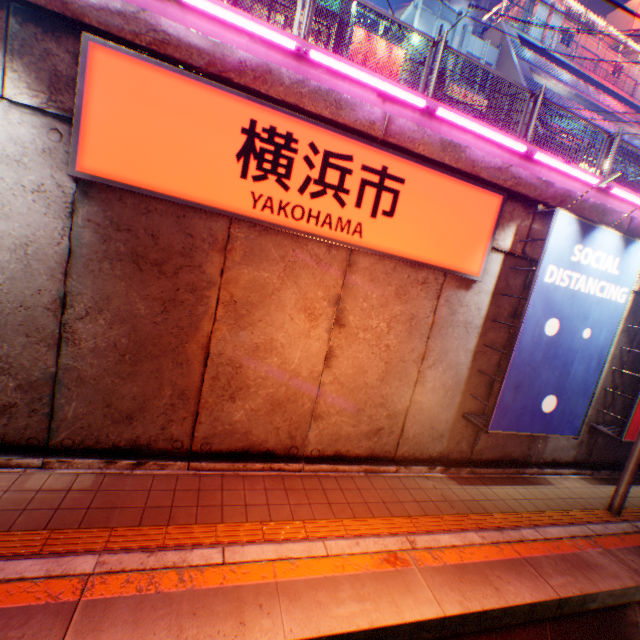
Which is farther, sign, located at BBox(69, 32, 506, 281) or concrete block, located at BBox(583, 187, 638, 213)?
concrete block, located at BBox(583, 187, 638, 213)

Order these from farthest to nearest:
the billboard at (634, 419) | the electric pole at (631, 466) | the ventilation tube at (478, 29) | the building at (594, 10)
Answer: the building at (594, 10), the ventilation tube at (478, 29), the billboard at (634, 419), the electric pole at (631, 466)

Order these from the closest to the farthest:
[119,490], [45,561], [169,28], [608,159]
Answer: [45,561] < [169,28] < [119,490] < [608,159]

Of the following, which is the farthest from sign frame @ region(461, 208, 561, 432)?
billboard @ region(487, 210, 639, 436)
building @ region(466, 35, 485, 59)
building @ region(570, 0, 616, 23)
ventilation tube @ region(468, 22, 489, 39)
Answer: building @ region(570, 0, 616, 23)

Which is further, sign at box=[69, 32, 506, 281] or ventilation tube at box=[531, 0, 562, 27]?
ventilation tube at box=[531, 0, 562, 27]

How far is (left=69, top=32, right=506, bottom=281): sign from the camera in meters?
4.1

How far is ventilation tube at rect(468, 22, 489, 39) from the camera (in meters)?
22.84

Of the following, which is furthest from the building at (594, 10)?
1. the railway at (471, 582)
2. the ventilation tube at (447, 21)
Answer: the railway at (471, 582)
